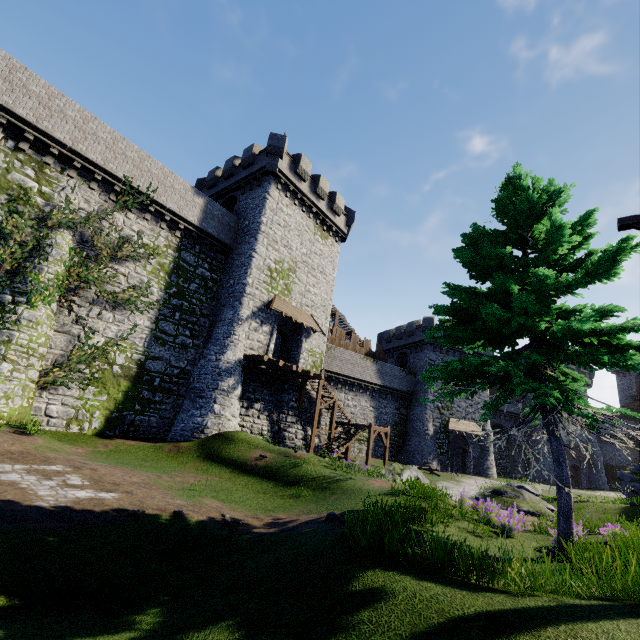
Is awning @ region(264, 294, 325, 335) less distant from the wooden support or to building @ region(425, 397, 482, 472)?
building @ region(425, 397, 482, 472)

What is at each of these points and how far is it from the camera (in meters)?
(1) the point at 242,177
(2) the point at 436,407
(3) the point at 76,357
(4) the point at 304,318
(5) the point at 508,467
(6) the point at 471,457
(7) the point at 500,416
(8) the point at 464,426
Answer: (1) building, 26.06
(2) building, 36.69
(3) ivy, 16.22
(4) awning, 25.45
(5) building, 43.44
(6) building, 36.66
(7) building, 44.25
(8) awning, 36.94

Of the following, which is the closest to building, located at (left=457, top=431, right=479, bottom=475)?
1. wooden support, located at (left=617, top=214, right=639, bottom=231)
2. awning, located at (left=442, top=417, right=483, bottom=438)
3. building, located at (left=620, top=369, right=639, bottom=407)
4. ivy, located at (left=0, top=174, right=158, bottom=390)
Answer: awning, located at (left=442, top=417, right=483, bottom=438)

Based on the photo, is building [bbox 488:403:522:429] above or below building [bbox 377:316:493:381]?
below

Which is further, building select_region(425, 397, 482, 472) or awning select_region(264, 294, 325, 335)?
building select_region(425, 397, 482, 472)

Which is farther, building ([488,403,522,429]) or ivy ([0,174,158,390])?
building ([488,403,522,429])

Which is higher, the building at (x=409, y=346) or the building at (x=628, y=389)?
the building at (x=628, y=389)

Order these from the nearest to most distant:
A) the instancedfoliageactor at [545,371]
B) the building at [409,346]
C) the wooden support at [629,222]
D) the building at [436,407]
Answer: the instancedfoliageactor at [545,371], the wooden support at [629,222], the building at [436,407], the building at [409,346]
